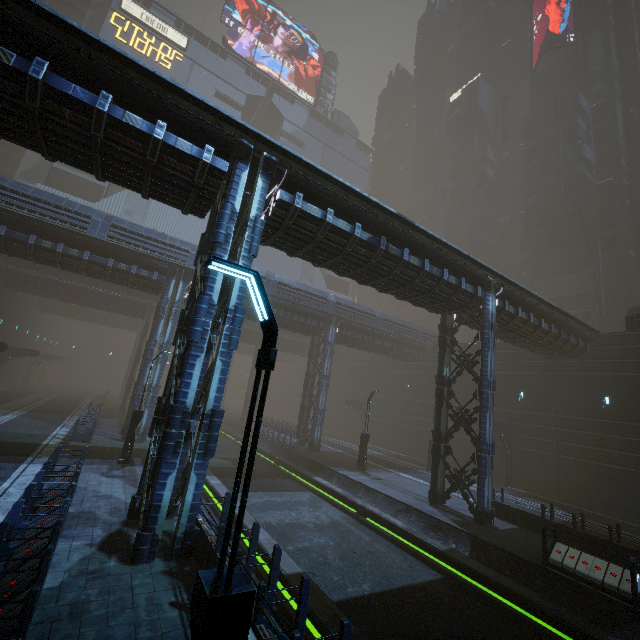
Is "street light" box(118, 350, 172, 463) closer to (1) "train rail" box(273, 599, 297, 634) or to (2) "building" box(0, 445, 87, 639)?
(1) "train rail" box(273, 599, 297, 634)

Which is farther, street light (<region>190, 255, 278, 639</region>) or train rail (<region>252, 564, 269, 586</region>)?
train rail (<region>252, 564, 269, 586</region>)

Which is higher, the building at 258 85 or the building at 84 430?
the building at 258 85

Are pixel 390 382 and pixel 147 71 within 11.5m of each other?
no

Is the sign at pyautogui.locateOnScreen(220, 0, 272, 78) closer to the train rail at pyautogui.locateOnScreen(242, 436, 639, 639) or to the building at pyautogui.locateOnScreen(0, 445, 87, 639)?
the building at pyautogui.locateOnScreen(0, 445, 87, 639)

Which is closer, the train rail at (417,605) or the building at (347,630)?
the building at (347,630)

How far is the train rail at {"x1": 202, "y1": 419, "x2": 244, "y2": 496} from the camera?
15.6m
